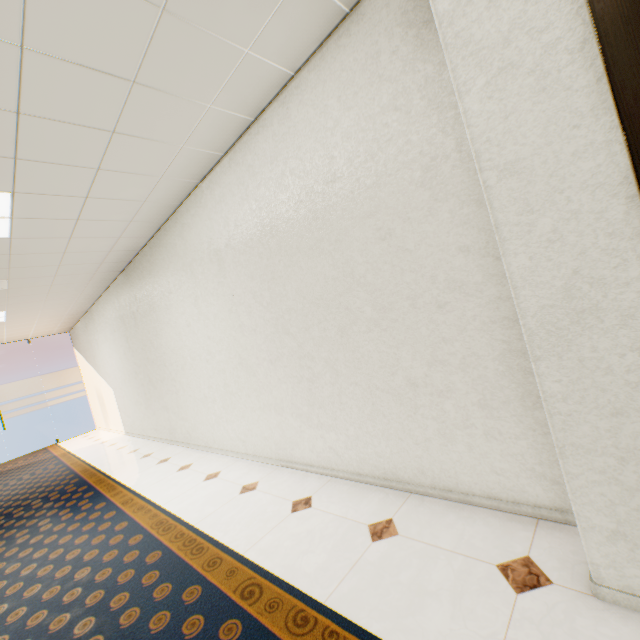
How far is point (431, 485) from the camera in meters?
2.1
